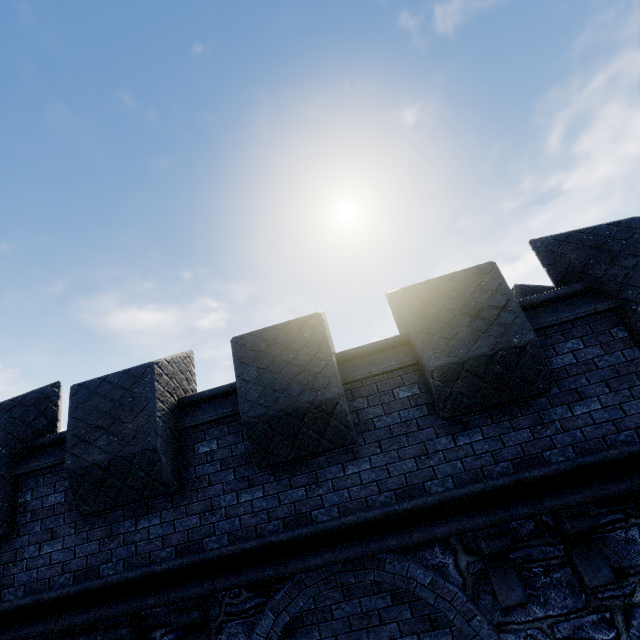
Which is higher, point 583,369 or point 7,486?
point 7,486
